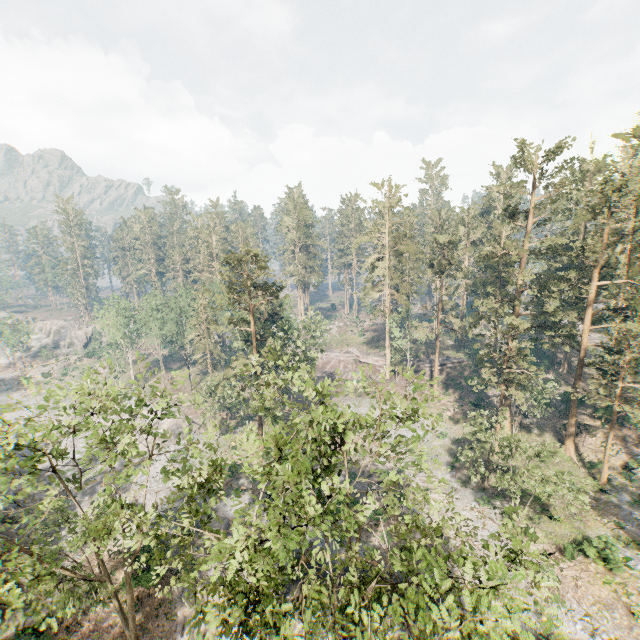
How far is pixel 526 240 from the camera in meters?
34.1 m

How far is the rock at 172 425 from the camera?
44.7 meters

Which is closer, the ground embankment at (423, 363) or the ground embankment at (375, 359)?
the ground embankment at (423, 363)

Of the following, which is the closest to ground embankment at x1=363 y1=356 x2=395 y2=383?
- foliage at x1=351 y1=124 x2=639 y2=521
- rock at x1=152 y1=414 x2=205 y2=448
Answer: foliage at x1=351 y1=124 x2=639 y2=521

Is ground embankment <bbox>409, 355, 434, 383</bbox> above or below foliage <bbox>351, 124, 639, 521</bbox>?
below

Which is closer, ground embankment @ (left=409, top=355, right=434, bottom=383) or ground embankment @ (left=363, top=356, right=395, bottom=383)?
ground embankment @ (left=409, top=355, right=434, bottom=383)
